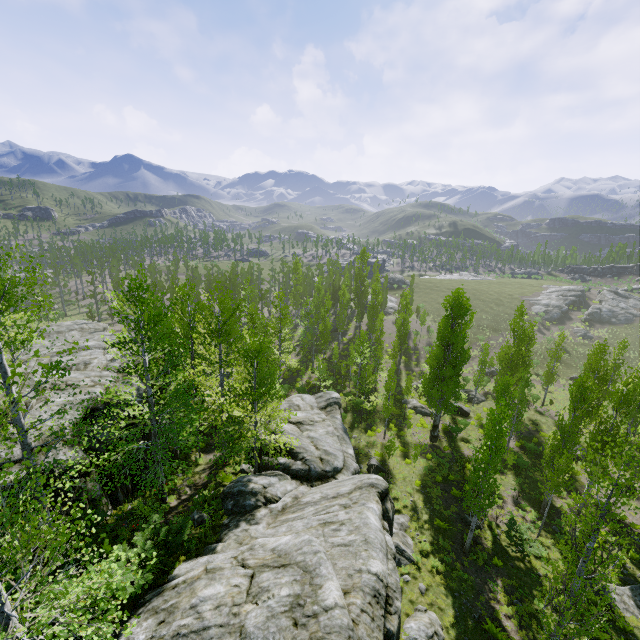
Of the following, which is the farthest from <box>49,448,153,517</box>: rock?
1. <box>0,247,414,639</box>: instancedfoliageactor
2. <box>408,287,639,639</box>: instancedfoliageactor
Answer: <box>0,247,414,639</box>: instancedfoliageactor

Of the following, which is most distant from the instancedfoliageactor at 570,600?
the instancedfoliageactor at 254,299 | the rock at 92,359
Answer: the instancedfoliageactor at 254,299

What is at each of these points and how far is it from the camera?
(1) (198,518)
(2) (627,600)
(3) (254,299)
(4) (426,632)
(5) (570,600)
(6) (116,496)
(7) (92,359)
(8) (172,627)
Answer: (1) rock, 14.22m
(2) rock, 15.55m
(3) instancedfoliageactor, 58.78m
(4) rock, 13.05m
(5) instancedfoliageactor, 9.78m
(6) rock, 15.33m
(7) rock, 20.44m
(8) rock, 8.27m

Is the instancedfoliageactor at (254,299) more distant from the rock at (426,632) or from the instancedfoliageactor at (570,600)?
the instancedfoliageactor at (570,600)

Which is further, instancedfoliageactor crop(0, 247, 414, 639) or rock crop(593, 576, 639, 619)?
rock crop(593, 576, 639, 619)

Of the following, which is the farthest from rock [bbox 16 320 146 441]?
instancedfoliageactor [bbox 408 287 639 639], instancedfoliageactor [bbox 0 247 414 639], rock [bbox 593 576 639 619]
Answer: rock [bbox 593 576 639 619]

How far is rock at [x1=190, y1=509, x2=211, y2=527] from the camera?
14.1m
